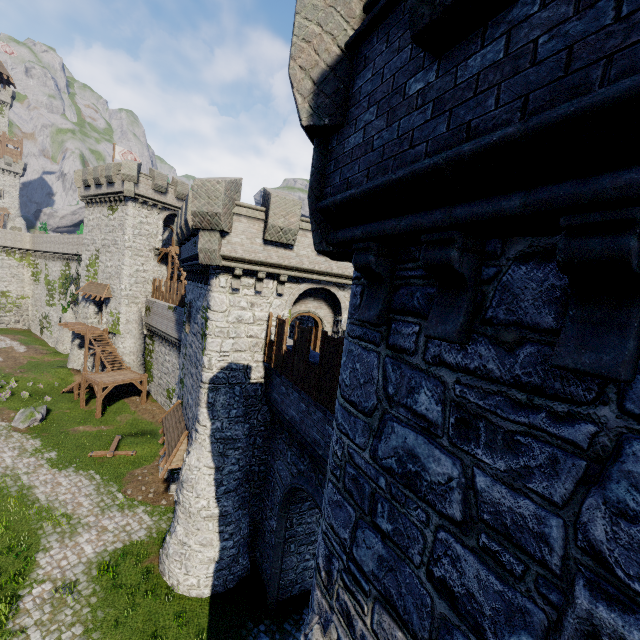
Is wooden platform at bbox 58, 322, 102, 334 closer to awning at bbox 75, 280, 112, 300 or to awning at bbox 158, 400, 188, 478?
awning at bbox 75, 280, 112, 300

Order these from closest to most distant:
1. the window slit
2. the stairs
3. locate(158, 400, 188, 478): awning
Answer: the window slit → locate(158, 400, 188, 478): awning → the stairs

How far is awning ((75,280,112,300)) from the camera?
33.47m

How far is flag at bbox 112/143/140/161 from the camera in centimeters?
3719cm

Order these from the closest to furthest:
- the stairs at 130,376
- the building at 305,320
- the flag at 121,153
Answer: the building at 305,320 < the stairs at 130,376 < the flag at 121,153

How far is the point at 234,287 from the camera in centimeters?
1330cm

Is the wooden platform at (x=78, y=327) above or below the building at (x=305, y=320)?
below

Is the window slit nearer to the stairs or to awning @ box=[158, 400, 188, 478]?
awning @ box=[158, 400, 188, 478]
